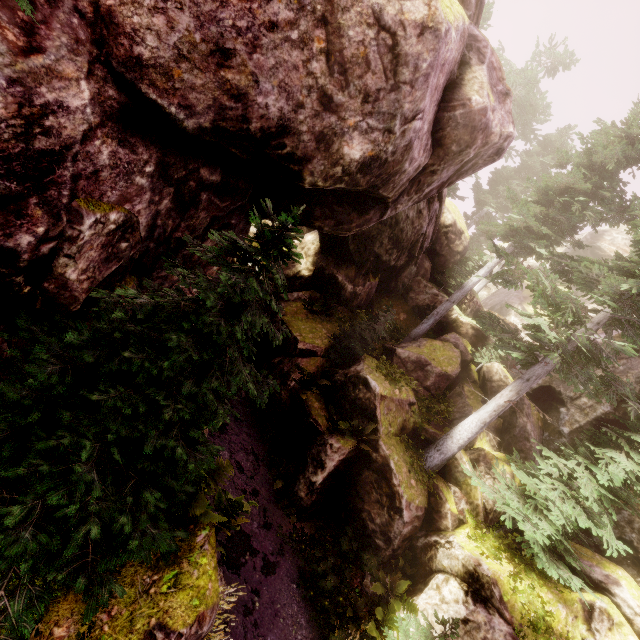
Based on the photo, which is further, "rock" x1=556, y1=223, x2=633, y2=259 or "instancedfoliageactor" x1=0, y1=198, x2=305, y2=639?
"rock" x1=556, y1=223, x2=633, y2=259

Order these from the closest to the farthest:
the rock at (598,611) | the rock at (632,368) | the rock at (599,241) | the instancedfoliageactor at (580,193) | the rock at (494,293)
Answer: the rock at (598,611) → the instancedfoliageactor at (580,193) → the rock at (632,368) → the rock at (494,293) → the rock at (599,241)

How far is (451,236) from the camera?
21.31m

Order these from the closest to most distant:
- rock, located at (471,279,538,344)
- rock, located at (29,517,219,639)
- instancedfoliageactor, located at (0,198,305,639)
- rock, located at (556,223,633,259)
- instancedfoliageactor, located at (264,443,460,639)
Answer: instancedfoliageactor, located at (0,198,305,639)
rock, located at (29,517,219,639)
instancedfoliageactor, located at (264,443,460,639)
rock, located at (471,279,538,344)
rock, located at (556,223,633,259)

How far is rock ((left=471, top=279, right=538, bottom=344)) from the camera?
21.79m

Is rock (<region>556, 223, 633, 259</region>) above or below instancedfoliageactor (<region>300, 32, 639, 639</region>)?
above

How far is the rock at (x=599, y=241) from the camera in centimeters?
3275cm
